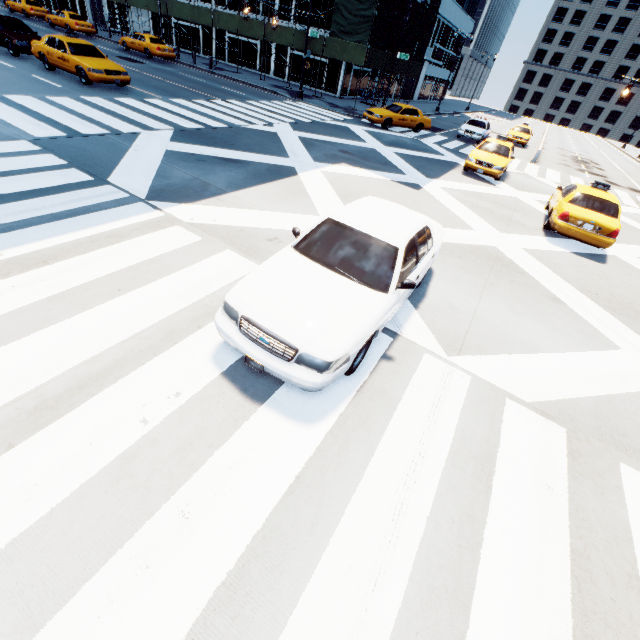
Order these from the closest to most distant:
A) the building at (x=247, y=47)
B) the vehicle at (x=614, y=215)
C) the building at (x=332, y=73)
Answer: the vehicle at (x=614, y=215), the building at (x=332, y=73), the building at (x=247, y=47)

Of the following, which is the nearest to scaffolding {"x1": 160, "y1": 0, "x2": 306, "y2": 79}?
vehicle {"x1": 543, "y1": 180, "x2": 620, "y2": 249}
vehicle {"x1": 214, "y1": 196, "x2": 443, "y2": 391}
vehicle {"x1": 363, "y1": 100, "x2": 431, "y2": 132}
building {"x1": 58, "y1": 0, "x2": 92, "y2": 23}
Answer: building {"x1": 58, "y1": 0, "x2": 92, "y2": 23}

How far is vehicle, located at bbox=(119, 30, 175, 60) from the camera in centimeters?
2620cm

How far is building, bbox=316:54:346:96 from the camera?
29.05m

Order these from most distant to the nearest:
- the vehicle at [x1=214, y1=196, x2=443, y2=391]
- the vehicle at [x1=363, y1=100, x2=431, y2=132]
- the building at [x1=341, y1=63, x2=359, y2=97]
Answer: the building at [x1=341, y1=63, x2=359, y2=97]
the vehicle at [x1=363, y1=100, x2=431, y2=132]
the vehicle at [x1=214, y1=196, x2=443, y2=391]

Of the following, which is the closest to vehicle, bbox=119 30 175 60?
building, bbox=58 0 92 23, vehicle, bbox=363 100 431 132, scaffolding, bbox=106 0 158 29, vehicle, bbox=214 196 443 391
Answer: scaffolding, bbox=106 0 158 29

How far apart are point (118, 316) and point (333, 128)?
18.3m

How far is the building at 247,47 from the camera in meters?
31.9
